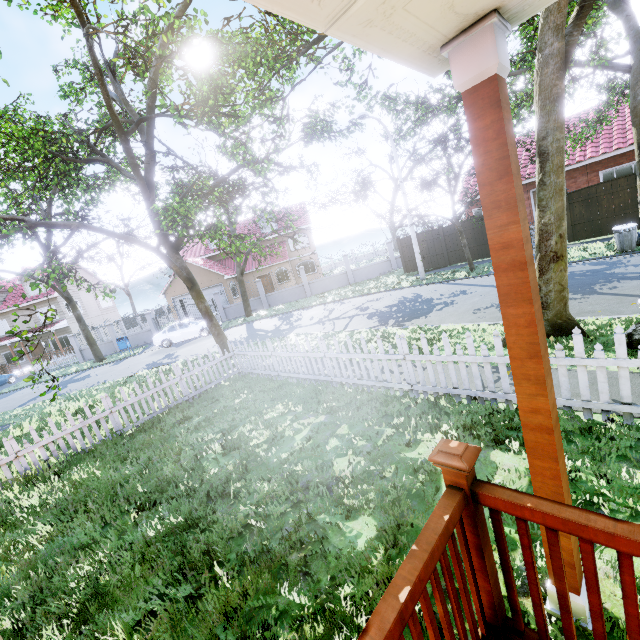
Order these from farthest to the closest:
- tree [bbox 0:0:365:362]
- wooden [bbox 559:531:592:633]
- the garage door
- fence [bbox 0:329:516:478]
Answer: the garage door, tree [bbox 0:0:365:362], fence [bbox 0:329:516:478], wooden [bbox 559:531:592:633]

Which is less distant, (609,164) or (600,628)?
(600,628)

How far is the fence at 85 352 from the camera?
26.8 meters

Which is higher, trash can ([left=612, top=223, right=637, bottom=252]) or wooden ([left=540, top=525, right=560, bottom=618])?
trash can ([left=612, top=223, right=637, bottom=252])

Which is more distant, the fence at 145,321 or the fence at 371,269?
the fence at 145,321

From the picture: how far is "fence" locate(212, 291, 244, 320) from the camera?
26.39m

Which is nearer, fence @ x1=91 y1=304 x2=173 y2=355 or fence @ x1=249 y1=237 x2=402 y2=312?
fence @ x1=249 y1=237 x2=402 y2=312

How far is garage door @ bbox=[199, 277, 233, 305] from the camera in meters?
30.4
